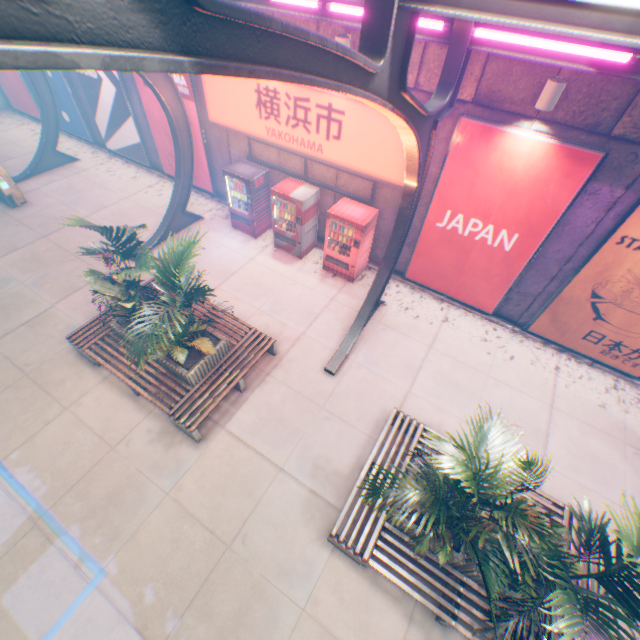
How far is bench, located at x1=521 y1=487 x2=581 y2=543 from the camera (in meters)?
5.45

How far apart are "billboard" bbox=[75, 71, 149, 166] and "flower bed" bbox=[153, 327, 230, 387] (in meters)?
9.22

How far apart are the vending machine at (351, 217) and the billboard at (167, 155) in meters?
5.3

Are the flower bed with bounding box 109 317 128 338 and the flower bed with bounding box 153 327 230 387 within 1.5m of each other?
yes

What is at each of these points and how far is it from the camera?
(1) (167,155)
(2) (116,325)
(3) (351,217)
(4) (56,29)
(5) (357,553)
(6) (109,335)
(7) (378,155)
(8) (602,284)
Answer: (1) billboard, 12.1m
(2) flower bed, 7.2m
(3) vending machine, 8.5m
(4) canopy, 1.1m
(5) bench, 5.0m
(6) bench, 7.4m
(7) sign, 7.7m
(8) billboard, 7.0m

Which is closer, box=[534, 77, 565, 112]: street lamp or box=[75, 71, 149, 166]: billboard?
box=[534, 77, 565, 112]: street lamp

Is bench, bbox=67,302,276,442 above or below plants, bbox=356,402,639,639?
below

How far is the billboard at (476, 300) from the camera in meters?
6.2
